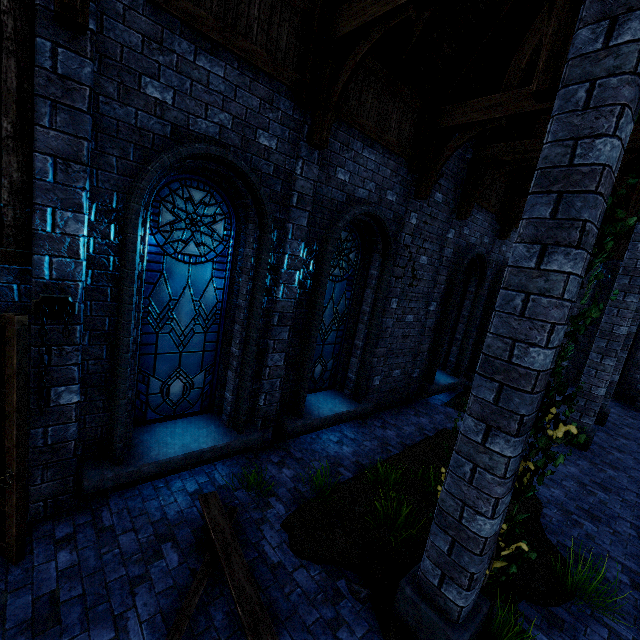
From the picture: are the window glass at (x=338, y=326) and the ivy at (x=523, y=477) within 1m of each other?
no

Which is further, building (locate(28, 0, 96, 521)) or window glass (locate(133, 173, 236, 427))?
window glass (locate(133, 173, 236, 427))

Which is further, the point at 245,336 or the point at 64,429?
the point at 245,336

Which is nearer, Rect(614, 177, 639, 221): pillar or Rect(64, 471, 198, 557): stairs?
Rect(64, 471, 198, 557): stairs

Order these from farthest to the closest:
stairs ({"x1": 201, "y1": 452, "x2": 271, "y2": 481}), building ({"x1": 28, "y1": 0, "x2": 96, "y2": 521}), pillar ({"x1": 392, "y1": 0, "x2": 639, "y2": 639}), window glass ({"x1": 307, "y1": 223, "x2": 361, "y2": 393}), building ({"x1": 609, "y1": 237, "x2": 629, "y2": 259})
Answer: building ({"x1": 609, "y1": 237, "x2": 629, "y2": 259}), window glass ({"x1": 307, "y1": 223, "x2": 361, "y2": 393}), stairs ({"x1": 201, "y1": 452, "x2": 271, "y2": 481}), building ({"x1": 28, "y1": 0, "x2": 96, "y2": 521}), pillar ({"x1": 392, "y1": 0, "x2": 639, "y2": 639})

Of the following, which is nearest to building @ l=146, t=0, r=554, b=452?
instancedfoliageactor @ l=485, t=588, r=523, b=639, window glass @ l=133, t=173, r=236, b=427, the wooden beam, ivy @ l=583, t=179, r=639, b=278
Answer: ivy @ l=583, t=179, r=639, b=278

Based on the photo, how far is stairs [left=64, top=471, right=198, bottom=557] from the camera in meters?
3.7 m

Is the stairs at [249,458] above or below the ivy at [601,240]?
below
